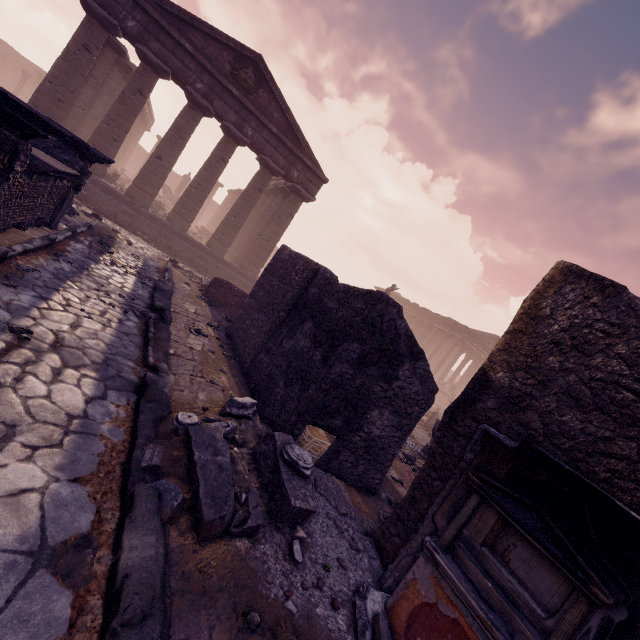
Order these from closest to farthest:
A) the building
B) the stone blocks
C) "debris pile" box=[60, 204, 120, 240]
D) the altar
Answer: the altar < "debris pile" box=[60, 204, 120, 240] < the stone blocks < the building

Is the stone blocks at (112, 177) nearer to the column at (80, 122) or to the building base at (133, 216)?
the building base at (133, 216)

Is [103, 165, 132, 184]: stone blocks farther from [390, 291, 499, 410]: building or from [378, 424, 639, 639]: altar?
[390, 291, 499, 410]: building

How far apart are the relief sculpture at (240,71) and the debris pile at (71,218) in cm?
876

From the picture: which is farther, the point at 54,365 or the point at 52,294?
the point at 52,294

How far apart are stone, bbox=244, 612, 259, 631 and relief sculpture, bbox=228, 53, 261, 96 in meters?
18.2 m

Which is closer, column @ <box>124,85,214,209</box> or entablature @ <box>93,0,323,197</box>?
entablature @ <box>93,0,323,197</box>

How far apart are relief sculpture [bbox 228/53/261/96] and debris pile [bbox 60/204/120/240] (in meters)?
8.76
